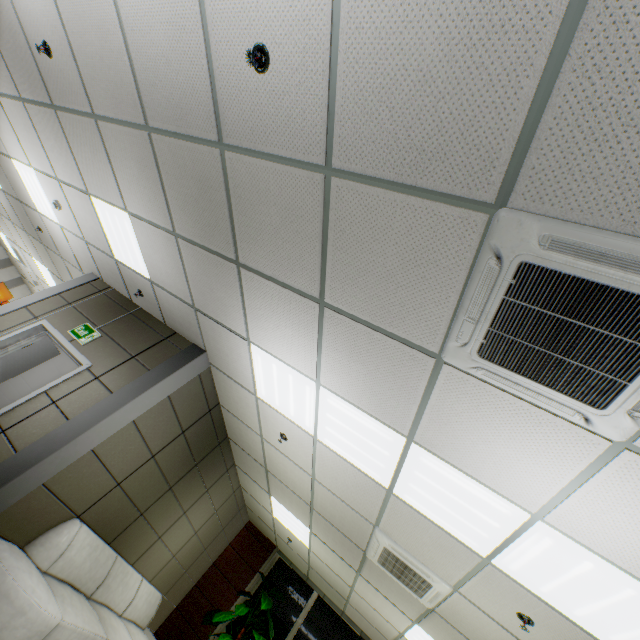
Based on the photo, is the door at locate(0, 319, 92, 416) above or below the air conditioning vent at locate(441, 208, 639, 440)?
below

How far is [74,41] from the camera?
2.92m

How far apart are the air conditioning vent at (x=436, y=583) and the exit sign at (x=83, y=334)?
4.7m

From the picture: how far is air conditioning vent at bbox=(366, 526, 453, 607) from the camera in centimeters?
370cm

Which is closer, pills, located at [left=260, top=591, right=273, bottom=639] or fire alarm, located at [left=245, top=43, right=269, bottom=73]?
fire alarm, located at [left=245, top=43, right=269, bottom=73]

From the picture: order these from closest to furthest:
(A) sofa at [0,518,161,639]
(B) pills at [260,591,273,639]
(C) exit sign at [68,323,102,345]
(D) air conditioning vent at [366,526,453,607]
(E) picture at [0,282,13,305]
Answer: (A) sofa at [0,518,161,639] < (D) air conditioning vent at [366,526,453,607] < (C) exit sign at [68,323,102,345] < (B) pills at [260,591,273,639] < (E) picture at [0,282,13,305]

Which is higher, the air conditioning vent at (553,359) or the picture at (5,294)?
the air conditioning vent at (553,359)

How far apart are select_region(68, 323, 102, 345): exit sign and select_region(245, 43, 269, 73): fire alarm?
4.4 meters
